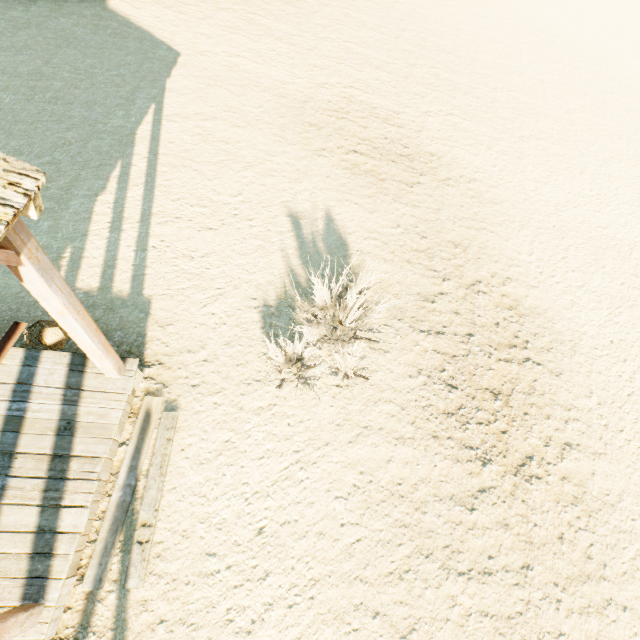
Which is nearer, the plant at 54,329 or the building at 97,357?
the building at 97,357

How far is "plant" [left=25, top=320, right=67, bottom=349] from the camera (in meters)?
4.15

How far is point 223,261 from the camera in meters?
6.0 m

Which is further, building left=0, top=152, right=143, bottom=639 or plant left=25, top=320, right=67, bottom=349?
plant left=25, top=320, right=67, bottom=349

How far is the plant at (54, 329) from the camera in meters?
4.2
